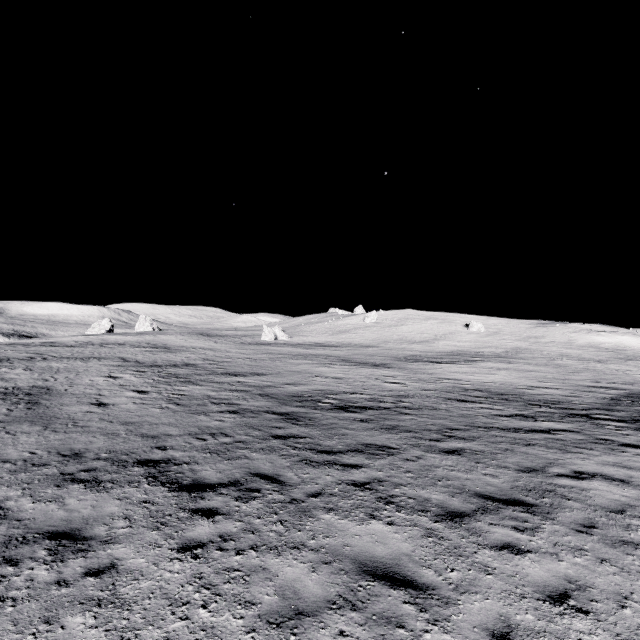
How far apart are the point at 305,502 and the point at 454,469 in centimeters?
466cm
